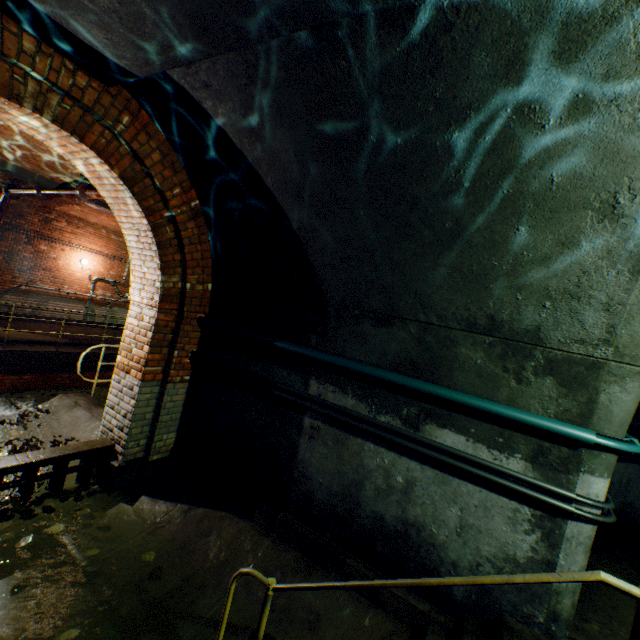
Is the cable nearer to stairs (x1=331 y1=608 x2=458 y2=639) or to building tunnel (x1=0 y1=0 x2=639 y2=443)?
building tunnel (x1=0 y1=0 x2=639 y2=443)

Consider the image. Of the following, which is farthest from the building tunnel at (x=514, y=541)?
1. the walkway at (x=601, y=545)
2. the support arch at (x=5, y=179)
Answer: the support arch at (x=5, y=179)

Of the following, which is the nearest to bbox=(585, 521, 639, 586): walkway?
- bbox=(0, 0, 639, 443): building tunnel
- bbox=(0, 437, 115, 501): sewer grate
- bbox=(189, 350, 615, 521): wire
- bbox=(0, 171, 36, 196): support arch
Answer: bbox=(0, 0, 639, 443): building tunnel

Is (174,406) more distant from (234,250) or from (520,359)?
(520,359)

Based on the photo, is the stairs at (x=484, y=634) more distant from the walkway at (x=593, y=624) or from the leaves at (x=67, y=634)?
the leaves at (x=67, y=634)

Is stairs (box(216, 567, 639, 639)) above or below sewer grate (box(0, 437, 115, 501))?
above

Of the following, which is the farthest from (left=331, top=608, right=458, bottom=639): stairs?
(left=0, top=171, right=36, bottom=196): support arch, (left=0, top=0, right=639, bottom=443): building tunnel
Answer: (left=0, top=171, right=36, bottom=196): support arch

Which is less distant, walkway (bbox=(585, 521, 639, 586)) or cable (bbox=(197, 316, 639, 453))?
cable (bbox=(197, 316, 639, 453))
